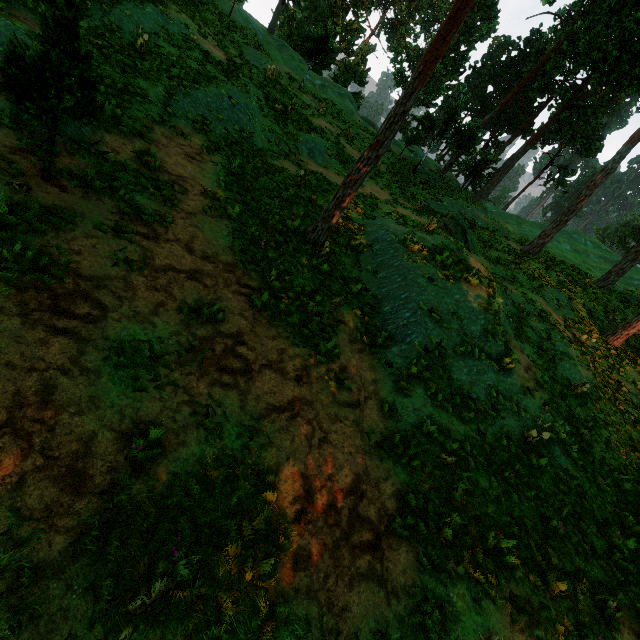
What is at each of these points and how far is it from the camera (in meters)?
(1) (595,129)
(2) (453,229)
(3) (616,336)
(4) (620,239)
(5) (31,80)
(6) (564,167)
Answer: (1) treerock, 42.88
(2) treerock, 19.91
(3) treerock, 17.12
(4) treerock, 59.06
(5) treerock, 5.93
(6) treerock, 56.53

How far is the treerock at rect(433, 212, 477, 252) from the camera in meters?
19.9

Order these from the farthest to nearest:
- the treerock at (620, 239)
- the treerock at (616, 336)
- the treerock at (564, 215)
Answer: the treerock at (620, 239) < the treerock at (564, 215) < the treerock at (616, 336)

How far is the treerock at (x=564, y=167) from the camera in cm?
5612

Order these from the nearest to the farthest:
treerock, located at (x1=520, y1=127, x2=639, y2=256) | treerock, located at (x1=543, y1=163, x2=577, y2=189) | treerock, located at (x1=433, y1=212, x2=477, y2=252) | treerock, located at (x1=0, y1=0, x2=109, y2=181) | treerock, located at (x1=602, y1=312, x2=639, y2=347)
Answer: treerock, located at (x1=0, y1=0, x2=109, y2=181)
treerock, located at (x1=602, y1=312, x2=639, y2=347)
treerock, located at (x1=433, y1=212, x2=477, y2=252)
treerock, located at (x1=520, y1=127, x2=639, y2=256)
treerock, located at (x1=543, y1=163, x2=577, y2=189)

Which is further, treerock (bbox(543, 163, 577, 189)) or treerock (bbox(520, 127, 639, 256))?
treerock (bbox(543, 163, 577, 189))

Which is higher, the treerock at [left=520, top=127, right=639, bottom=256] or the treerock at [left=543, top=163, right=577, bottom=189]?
the treerock at [left=543, top=163, right=577, bottom=189]
